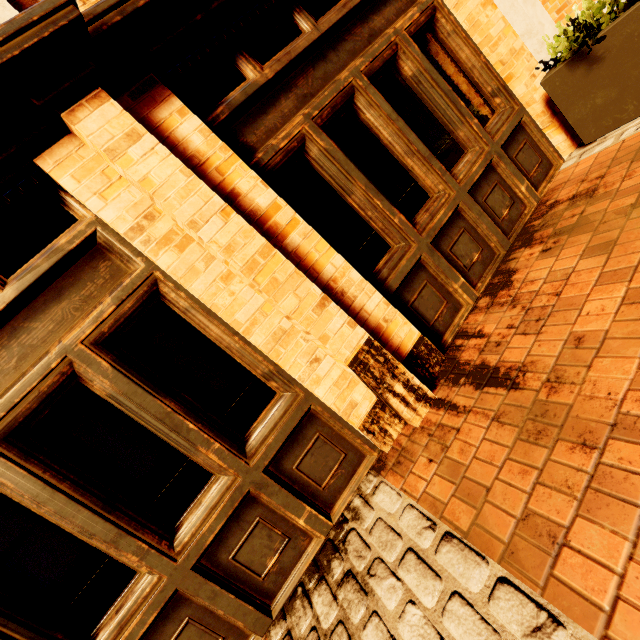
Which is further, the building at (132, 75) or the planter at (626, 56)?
the planter at (626, 56)

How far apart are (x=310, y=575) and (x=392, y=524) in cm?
77

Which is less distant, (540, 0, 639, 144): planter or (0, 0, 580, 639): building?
(0, 0, 580, 639): building
